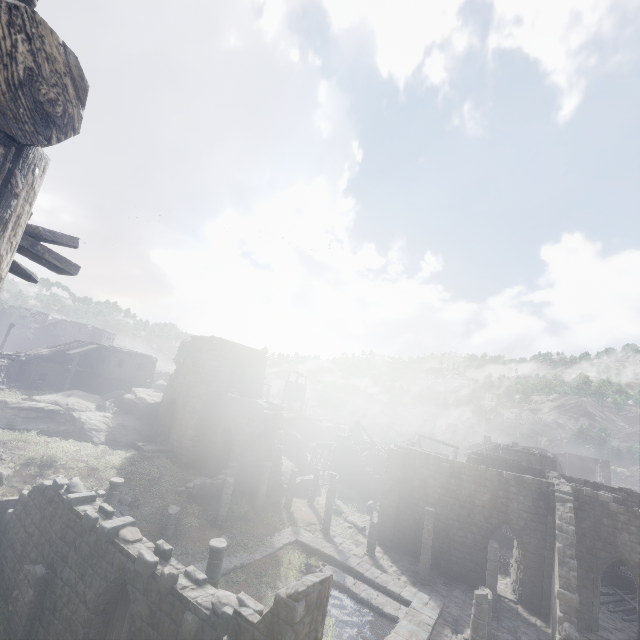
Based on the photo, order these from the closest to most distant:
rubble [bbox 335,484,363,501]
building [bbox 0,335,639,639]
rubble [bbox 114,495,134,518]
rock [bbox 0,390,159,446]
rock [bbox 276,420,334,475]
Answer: building [bbox 0,335,639,639], rubble [bbox 114,495,134,518], rock [bbox 0,390,159,446], rubble [bbox 335,484,363,501], rock [bbox 276,420,334,475]

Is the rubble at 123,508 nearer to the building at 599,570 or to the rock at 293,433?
the building at 599,570

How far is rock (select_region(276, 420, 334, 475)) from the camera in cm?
3922

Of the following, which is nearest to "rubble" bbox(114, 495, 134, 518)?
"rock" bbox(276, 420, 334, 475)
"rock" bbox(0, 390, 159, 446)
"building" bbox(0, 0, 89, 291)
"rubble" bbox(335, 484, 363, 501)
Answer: "building" bbox(0, 0, 89, 291)

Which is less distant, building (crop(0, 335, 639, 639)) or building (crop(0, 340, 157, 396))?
building (crop(0, 335, 639, 639))

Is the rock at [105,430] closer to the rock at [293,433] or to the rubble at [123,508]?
the rubble at [123,508]

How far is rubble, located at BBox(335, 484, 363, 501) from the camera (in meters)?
31.64

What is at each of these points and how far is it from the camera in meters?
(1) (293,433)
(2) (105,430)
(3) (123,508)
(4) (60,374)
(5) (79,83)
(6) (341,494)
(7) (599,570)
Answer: (1) rock, 40.3 m
(2) rock, 25.9 m
(3) rubble, 16.9 m
(4) building, 35.1 m
(5) building, 1.2 m
(6) rubble, 31.9 m
(7) building, 17.1 m
